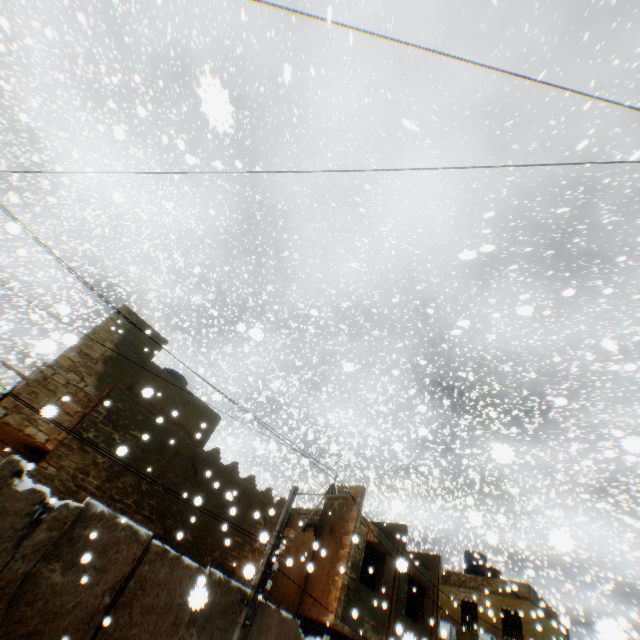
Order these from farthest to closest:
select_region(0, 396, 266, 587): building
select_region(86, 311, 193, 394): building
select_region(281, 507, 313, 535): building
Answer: select_region(281, 507, 313, 535): building, select_region(86, 311, 193, 394): building, select_region(0, 396, 266, 587): building

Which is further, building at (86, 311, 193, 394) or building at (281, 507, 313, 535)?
building at (281, 507, 313, 535)

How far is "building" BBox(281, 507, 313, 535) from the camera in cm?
1352

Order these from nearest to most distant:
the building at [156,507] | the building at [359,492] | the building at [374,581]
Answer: the building at [156,507]
the building at [374,581]
the building at [359,492]

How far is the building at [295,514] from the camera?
13.52m

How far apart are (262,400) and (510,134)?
29.2 meters
